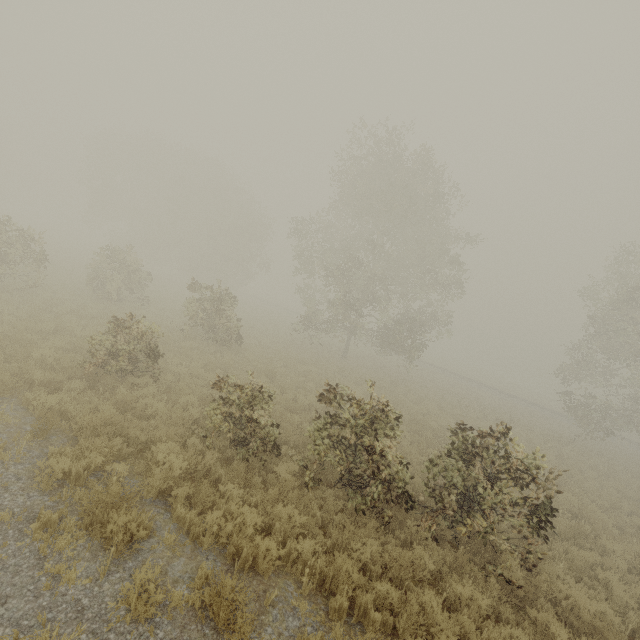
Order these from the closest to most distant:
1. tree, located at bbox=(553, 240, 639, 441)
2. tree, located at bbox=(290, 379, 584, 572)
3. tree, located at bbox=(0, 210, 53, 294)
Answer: tree, located at bbox=(290, 379, 584, 572) → tree, located at bbox=(0, 210, 53, 294) → tree, located at bbox=(553, 240, 639, 441)

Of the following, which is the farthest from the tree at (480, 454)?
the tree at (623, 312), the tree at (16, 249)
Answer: the tree at (623, 312)

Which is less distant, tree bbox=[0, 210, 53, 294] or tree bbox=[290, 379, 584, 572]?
tree bbox=[290, 379, 584, 572]

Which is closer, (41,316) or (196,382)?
(196,382)

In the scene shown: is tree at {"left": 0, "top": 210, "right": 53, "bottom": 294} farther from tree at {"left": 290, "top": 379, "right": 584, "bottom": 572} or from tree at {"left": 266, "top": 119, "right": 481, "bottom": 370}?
tree at {"left": 290, "top": 379, "right": 584, "bottom": 572}

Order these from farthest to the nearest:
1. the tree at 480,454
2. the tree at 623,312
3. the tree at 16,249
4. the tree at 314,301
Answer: the tree at 314,301, the tree at 623,312, the tree at 16,249, the tree at 480,454

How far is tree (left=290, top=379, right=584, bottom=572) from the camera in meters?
6.8 m
